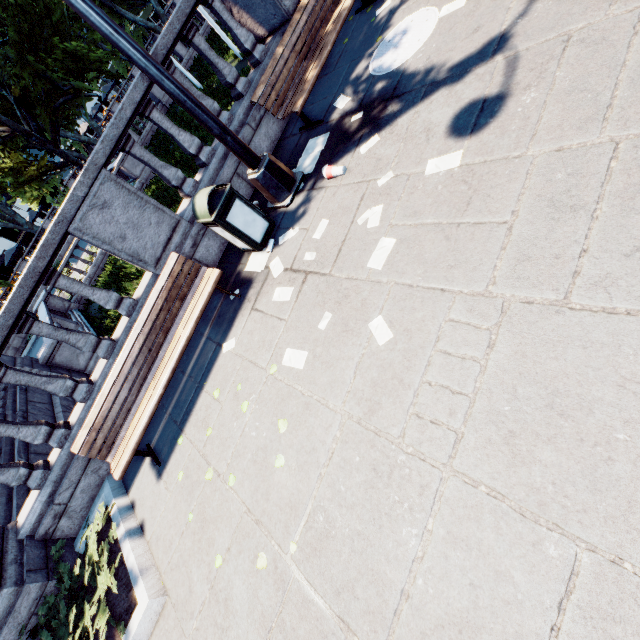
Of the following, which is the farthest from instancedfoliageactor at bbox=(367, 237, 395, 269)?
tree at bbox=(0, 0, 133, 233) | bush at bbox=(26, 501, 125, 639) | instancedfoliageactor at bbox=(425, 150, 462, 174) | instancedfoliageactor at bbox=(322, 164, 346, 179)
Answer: tree at bbox=(0, 0, 133, 233)

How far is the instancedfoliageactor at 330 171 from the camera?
4.1m

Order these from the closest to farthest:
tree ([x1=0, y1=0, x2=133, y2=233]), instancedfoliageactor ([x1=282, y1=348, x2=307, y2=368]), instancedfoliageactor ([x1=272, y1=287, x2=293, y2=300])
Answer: instancedfoliageactor ([x1=282, y1=348, x2=307, y2=368]), instancedfoliageactor ([x1=272, y1=287, x2=293, y2=300]), tree ([x1=0, y1=0, x2=133, y2=233])

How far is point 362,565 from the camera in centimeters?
221cm

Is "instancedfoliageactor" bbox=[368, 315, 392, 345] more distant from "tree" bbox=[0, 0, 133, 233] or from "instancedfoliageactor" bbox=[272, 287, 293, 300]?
"tree" bbox=[0, 0, 133, 233]

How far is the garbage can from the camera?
4.15m

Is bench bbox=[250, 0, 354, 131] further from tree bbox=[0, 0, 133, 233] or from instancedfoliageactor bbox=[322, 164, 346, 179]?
tree bbox=[0, 0, 133, 233]

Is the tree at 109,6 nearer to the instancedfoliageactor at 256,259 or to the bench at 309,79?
A: the bench at 309,79
